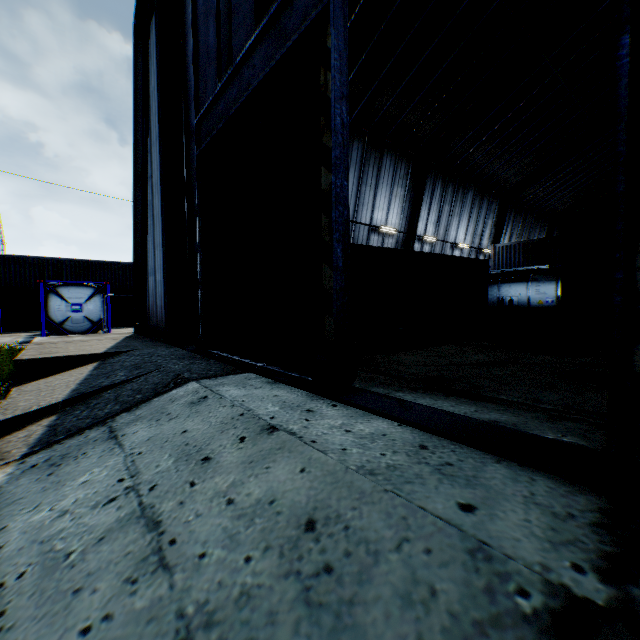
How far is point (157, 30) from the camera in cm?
937

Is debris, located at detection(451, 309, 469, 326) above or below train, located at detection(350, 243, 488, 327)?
below

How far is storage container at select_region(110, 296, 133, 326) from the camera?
26.5m

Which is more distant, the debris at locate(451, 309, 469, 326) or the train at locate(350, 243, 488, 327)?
the debris at locate(451, 309, 469, 326)

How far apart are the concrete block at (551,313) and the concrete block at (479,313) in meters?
3.1 m

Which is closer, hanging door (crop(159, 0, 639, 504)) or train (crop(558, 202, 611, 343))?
hanging door (crop(159, 0, 639, 504))

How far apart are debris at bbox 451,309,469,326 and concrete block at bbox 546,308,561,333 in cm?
305

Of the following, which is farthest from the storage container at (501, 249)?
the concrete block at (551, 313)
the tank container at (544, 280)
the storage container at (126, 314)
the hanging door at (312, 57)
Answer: the storage container at (126, 314)
